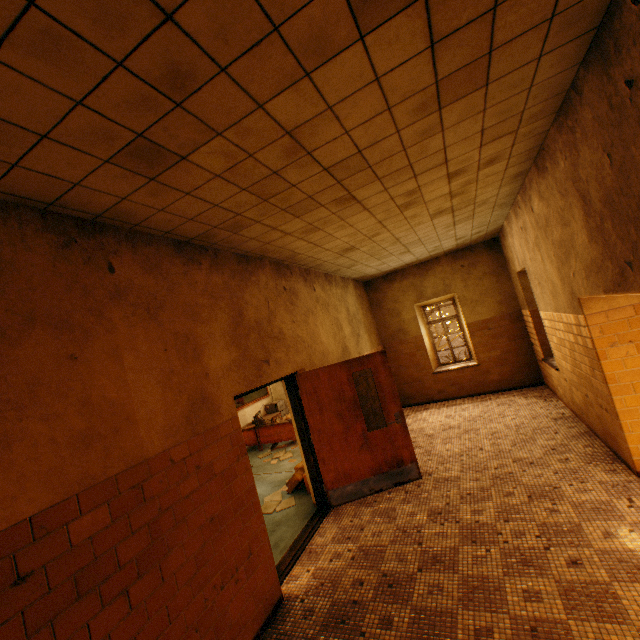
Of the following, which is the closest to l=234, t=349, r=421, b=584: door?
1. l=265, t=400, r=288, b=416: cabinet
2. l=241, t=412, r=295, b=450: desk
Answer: l=241, t=412, r=295, b=450: desk

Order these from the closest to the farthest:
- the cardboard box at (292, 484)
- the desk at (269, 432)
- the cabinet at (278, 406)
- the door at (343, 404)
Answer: the door at (343, 404), the cardboard box at (292, 484), the desk at (269, 432), the cabinet at (278, 406)

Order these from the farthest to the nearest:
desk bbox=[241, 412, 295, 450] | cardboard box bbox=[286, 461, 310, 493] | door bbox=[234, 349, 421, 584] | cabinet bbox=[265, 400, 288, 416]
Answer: cabinet bbox=[265, 400, 288, 416] < desk bbox=[241, 412, 295, 450] < cardboard box bbox=[286, 461, 310, 493] < door bbox=[234, 349, 421, 584]

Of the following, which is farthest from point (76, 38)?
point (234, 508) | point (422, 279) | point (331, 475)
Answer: point (422, 279)

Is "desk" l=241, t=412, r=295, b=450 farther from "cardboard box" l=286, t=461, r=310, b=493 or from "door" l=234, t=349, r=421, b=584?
"door" l=234, t=349, r=421, b=584

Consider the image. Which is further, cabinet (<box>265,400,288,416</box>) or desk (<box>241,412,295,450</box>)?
cabinet (<box>265,400,288,416</box>)

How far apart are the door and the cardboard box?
0.5 meters

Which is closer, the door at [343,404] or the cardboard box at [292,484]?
the door at [343,404]
